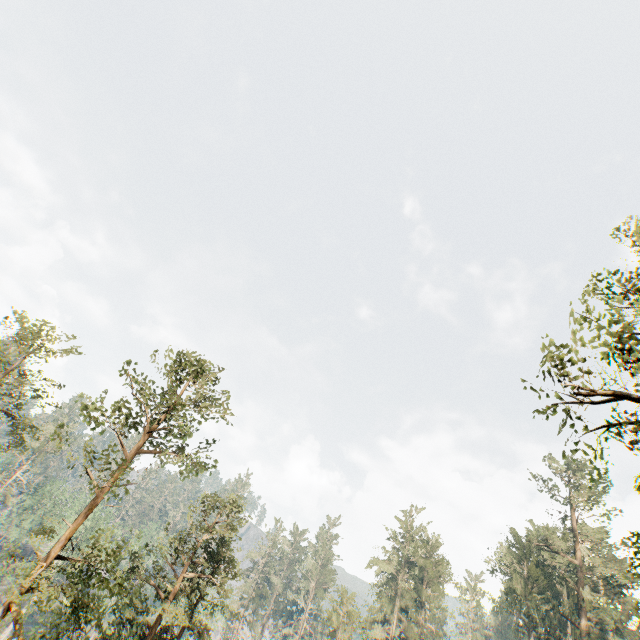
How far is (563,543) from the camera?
37.91m

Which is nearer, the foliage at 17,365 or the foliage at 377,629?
the foliage at 17,365

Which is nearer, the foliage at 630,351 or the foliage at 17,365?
the foliage at 630,351

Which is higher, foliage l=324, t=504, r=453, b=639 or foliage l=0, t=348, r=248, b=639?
foliage l=324, t=504, r=453, b=639

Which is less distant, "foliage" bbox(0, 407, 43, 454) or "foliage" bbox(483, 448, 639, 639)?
"foliage" bbox(0, 407, 43, 454)

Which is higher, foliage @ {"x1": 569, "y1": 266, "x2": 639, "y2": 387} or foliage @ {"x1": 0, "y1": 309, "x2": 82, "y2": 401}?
foliage @ {"x1": 569, "y1": 266, "x2": 639, "y2": 387}
